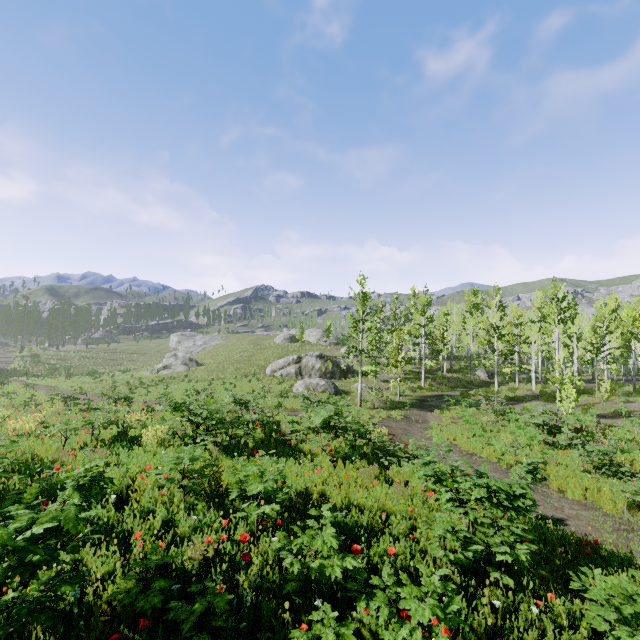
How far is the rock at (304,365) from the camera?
29.9 meters

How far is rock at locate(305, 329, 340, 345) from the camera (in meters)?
55.53

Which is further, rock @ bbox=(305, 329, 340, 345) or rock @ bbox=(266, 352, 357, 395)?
rock @ bbox=(305, 329, 340, 345)

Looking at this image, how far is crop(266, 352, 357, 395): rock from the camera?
29.9m

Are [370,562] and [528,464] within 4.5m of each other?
yes

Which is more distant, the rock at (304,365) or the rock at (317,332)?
the rock at (317,332)

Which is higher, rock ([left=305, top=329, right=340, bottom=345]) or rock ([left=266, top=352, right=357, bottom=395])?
rock ([left=305, top=329, right=340, bottom=345])
